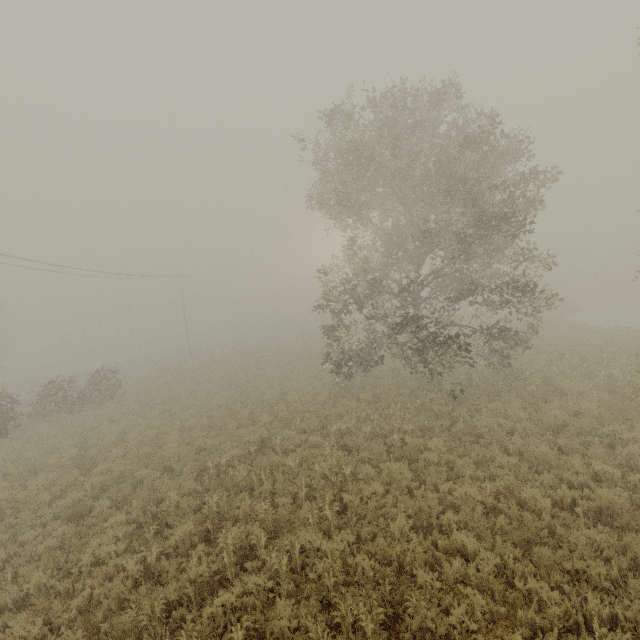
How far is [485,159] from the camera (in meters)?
13.15

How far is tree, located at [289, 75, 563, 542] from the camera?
11.5m

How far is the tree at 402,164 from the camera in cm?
1154
